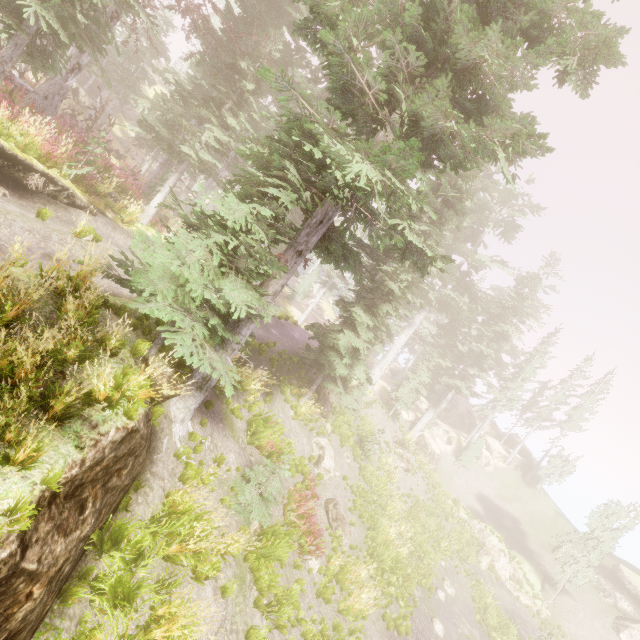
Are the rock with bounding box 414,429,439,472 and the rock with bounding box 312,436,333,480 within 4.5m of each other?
no

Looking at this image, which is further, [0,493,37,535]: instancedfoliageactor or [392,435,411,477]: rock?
[392,435,411,477]: rock

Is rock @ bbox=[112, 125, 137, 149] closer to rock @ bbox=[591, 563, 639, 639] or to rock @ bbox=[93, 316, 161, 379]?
rock @ bbox=[93, 316, 161, 379]

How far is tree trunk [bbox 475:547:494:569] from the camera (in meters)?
23.70

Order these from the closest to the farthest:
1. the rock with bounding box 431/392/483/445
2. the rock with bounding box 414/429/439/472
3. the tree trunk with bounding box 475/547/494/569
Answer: the tree trunk with bounding box 475/547/494/569, the rock with bounding box 414/429/439/472, the rock with bounding box 431/392/483/445

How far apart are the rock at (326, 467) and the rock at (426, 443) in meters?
18.3

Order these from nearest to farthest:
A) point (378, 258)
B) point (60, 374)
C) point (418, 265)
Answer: point (60, 374) → point (418, 265) → point (378, 258)

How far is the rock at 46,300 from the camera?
5.2 meters
